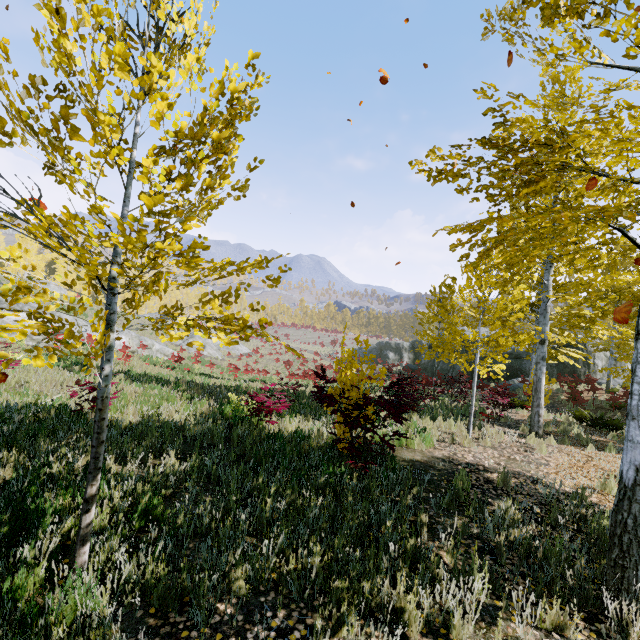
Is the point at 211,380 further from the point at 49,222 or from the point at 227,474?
the point at 49,222

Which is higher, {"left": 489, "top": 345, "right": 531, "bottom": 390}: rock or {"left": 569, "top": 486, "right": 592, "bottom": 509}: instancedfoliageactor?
{"left": 489, "top": 345, "right": 531, "bottom": 390}: rock

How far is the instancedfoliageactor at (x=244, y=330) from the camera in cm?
243

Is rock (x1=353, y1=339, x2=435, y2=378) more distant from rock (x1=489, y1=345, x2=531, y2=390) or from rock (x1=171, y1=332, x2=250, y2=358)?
rock (x1=171, y1=332, x2=250, y2=358)

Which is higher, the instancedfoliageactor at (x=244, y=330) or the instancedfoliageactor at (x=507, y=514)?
the instancedfoliageactor at (x=244, y=330)

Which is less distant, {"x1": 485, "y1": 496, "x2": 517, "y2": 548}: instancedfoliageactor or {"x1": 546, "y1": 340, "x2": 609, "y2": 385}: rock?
{"x1": 485, "y1": 496, "x2": 517, "y2": 548}: instancedfoliageactor

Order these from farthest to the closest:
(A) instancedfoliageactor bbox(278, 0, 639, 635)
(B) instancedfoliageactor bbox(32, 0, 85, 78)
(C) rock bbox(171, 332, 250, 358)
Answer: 1. (C) rock bbox(171, 332, 250, 358)
2. (A) instancedfoliageactor bbox(278, 0, 639, 635)
3. (B) instancedfoliageactor bbox(32, 0, 85, 78)
